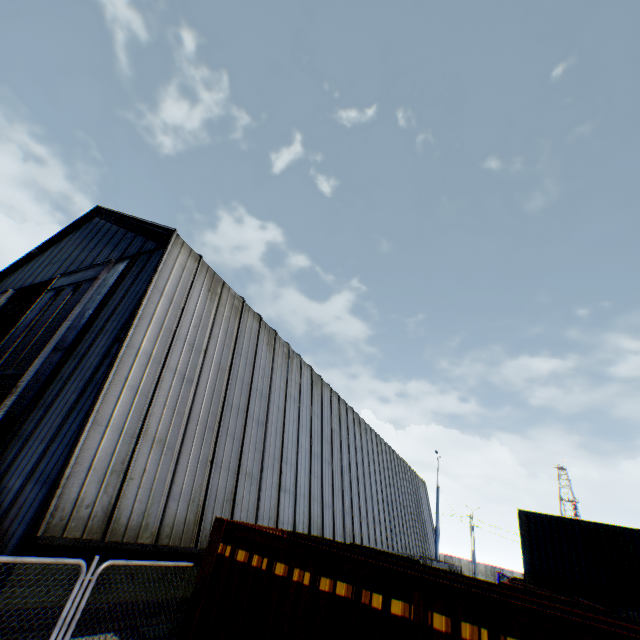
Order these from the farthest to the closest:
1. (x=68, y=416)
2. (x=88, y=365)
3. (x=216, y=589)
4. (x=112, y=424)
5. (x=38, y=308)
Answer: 1. (x=38, y=308)
2. (x=88, y=365)
3. (x=68, y=416)
4. (x=112, y=424)
5. (x=216, y=589)

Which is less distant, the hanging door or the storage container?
the storage container

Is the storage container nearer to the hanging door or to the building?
the building

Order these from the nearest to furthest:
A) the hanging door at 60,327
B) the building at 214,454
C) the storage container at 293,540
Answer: the storage container at 293,540
the building at 214,454
the hanging door at 60,327

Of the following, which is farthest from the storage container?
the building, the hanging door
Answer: the hanging door

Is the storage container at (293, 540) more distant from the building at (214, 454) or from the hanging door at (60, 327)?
the hanging door at (60, 327)
